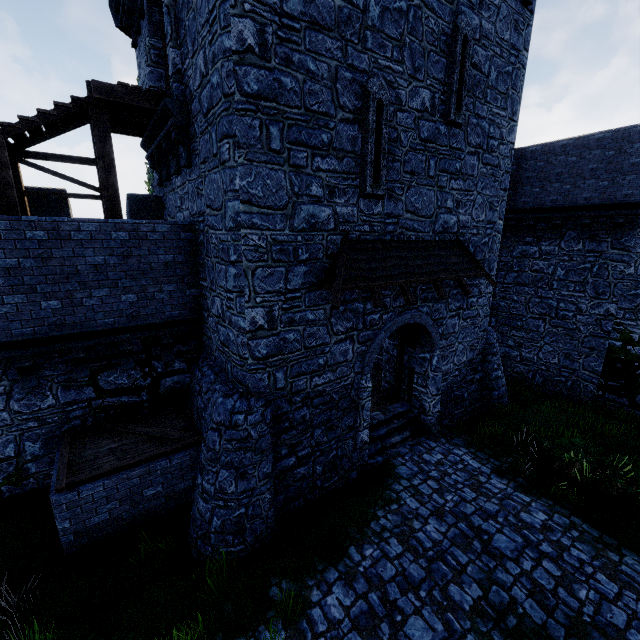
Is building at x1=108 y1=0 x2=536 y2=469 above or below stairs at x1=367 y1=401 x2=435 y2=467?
above

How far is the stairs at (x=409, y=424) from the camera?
9.8 meters

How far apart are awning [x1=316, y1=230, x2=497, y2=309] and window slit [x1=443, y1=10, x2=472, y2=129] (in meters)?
2.70

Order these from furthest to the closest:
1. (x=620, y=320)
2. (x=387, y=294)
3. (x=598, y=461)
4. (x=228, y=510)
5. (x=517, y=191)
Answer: (x=517, y=191)
(x=620, y=320)
(x=387, y=294)
(x=598, y=461)
(x=228, y=510)

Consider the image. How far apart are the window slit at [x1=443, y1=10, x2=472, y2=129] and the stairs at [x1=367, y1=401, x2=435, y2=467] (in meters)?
8.65

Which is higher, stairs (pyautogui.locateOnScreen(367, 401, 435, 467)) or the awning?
the awning

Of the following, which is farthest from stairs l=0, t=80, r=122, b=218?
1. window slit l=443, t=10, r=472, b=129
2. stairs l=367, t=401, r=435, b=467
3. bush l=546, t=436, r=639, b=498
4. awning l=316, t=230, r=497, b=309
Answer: bush l=546, t=436, r=639, b=498

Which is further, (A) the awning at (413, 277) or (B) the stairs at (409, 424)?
(B) the stairs at (409, 424)
